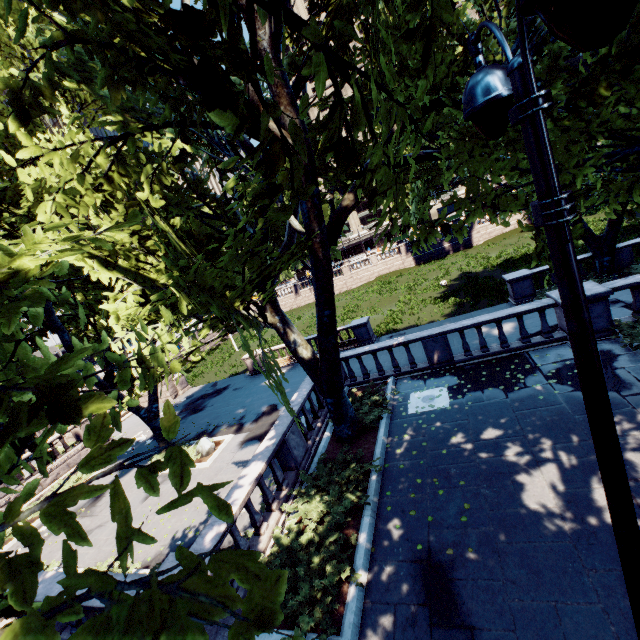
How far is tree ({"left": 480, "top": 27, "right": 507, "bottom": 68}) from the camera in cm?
849

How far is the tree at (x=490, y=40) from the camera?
8.49m

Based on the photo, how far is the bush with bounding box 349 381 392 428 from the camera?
11.2m

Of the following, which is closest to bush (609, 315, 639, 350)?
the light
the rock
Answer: the light

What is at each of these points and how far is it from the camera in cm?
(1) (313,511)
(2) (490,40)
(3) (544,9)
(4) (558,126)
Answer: (1) bush, 807
(2) tree, 889
(3) light, 125
(4) tree, 605

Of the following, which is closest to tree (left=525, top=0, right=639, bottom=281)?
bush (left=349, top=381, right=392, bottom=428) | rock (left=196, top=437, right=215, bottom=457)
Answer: bush (left=349, top=381, right=392, bottom=428)

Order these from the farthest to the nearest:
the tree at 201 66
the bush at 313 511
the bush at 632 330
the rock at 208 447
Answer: the rock at 208 447
the bush at 632 330
the bush at 313 511
the tree at 201 66

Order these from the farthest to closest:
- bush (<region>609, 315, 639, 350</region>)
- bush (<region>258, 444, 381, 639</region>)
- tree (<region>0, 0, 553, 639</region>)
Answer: bush (<region>609, 315, 639, 350</region>)
bush (<region>258, 444, 381, 639</region>)
tree (<region>0, 0, 553, 639</region>)
